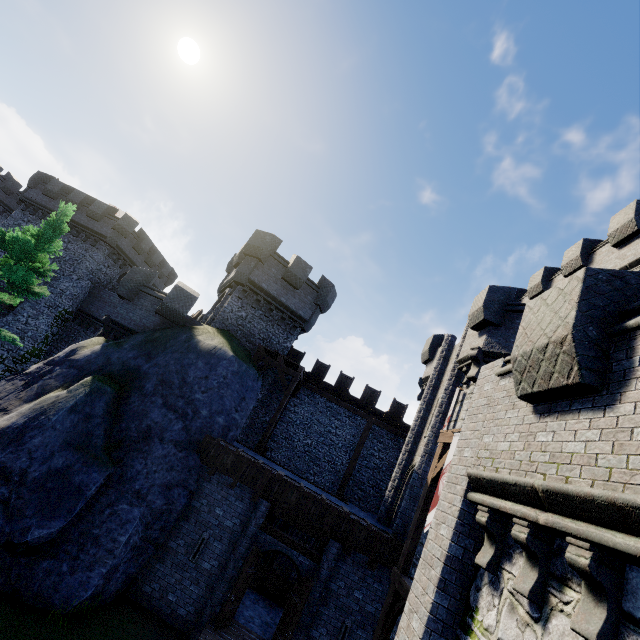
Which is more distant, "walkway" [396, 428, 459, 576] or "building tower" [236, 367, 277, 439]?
"building tower" [236, 367, 277, 439]

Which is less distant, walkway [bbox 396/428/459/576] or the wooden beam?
the wooden beam

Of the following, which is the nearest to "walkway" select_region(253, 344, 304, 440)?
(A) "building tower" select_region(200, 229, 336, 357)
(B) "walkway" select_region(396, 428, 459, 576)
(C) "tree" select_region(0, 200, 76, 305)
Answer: (A) "building tower" select_region(200, 229, 336, 357)

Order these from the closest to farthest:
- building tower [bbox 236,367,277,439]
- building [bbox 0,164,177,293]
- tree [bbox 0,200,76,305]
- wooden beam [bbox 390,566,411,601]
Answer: wooden beam [bbox 390,566,411,601], tree [bbox 0,200,76,305], building tower [bbox 236,367,277,439], building [bbox 0,164,177,293]

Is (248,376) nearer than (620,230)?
No

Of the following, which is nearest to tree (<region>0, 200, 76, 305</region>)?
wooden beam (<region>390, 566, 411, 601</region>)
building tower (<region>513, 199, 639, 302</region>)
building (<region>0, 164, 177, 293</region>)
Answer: building (<region>0, 164, 177, 293</region>)

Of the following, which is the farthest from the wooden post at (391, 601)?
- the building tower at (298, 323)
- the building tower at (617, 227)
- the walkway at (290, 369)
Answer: the building tower at (298, 323)

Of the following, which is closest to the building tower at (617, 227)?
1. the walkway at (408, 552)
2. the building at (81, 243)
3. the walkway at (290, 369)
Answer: the walkway at (408, 552)
